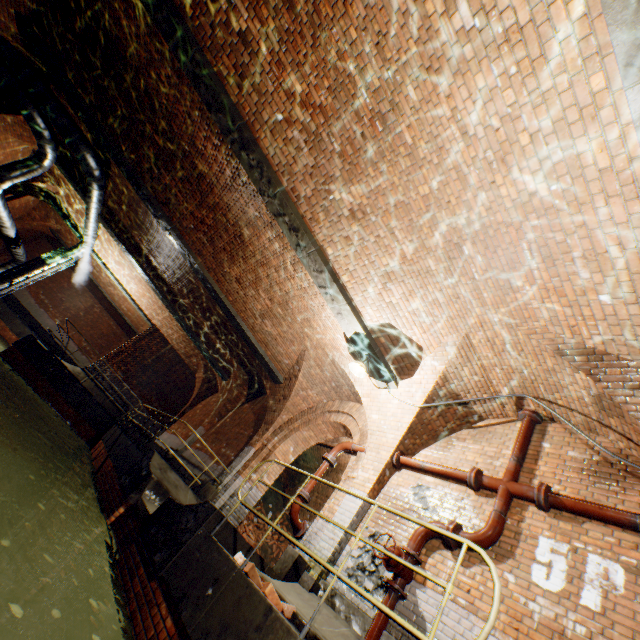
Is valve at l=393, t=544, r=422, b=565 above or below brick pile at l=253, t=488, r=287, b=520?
below

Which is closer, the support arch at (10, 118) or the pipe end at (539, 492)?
the pipe end at (539, 492)

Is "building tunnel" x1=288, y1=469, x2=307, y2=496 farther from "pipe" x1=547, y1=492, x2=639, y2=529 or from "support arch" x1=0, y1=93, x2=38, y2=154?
"support arch" x1=0, y1=93, x2=38, y2=154

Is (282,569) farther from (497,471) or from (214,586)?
(497,471)

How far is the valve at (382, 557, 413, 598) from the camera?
4.56m

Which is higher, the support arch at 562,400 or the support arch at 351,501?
the support arch at 562,400

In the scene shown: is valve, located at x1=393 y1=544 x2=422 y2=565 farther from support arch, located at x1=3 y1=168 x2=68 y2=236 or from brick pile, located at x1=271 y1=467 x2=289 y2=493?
support arch, located at x1=3 y1=168 x2=68 y2=236

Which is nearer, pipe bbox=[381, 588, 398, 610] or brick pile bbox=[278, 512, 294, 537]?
pipe bbox=[381, 588, 398, 610]
